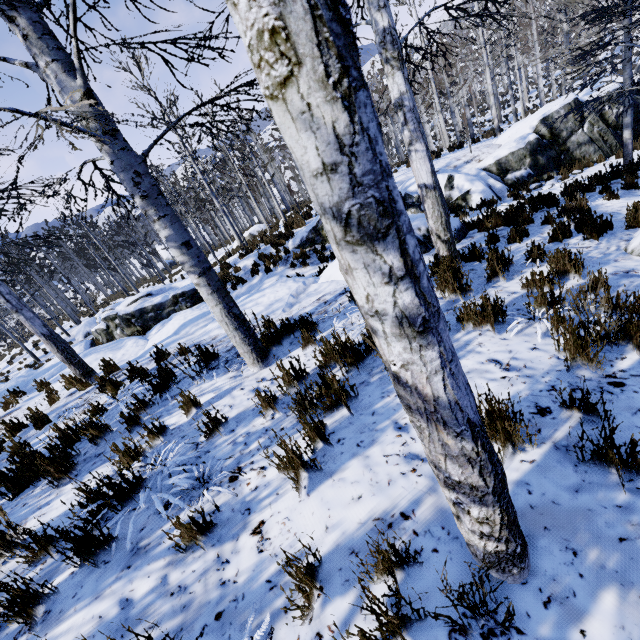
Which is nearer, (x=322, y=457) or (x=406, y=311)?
(x=406, y=311)

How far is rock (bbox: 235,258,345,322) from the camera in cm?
637

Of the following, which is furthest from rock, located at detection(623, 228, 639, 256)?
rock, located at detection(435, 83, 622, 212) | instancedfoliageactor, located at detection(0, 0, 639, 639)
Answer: rock, located at detection(435, 83, 622, 212)

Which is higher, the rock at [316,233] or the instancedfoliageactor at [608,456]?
the instancedfoliageactor at [608,456]

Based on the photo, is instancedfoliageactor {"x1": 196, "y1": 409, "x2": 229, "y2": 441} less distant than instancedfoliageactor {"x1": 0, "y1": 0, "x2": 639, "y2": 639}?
No

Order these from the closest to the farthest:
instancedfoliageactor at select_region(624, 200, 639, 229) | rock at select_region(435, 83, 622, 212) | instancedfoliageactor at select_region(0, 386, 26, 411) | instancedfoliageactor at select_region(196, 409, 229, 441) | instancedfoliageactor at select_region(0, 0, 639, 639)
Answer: instancedfoliageactor at select_region(0, 0, 639, 639) < instancedfoliageactor at select_region(196, 409, 229, 441) < instancedfoliageactor at select_region(624, 200, 639, 229) < instancedfoliageactor at select_region(0, 386, 26, 411) < rock at select_region(435, 83, 622, 212)

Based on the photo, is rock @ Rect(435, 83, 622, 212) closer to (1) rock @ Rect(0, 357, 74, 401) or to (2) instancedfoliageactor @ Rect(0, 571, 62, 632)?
(2) instancedfoliageactor @ Rect(0, 571, 62, 632)

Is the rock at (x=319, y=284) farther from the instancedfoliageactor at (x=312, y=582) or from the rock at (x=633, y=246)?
the rock at (x=633, y=246)
